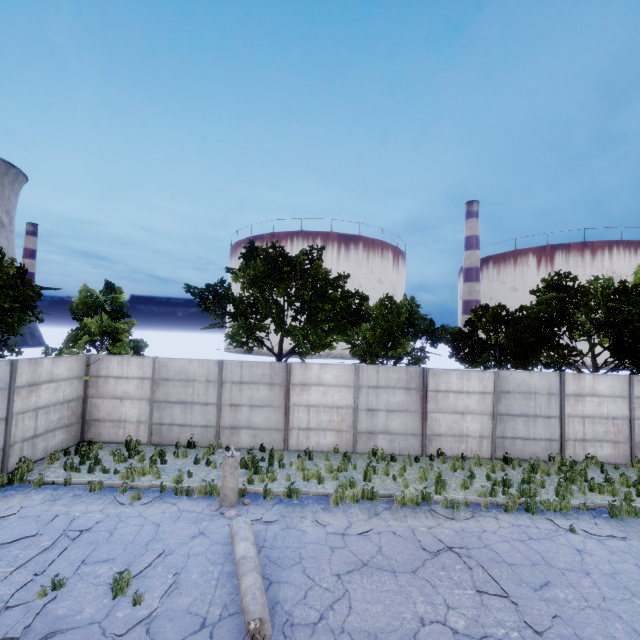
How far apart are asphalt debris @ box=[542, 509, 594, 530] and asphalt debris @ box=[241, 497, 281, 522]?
7.4m

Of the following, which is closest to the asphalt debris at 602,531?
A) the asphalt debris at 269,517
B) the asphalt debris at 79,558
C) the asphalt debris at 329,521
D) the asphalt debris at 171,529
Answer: the asphalt debris at 329,521

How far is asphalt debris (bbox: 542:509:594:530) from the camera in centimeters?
856cm

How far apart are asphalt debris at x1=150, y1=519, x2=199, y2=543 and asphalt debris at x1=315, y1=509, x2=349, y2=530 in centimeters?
287cm

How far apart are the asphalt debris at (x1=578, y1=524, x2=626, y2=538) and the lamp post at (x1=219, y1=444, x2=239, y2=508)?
8.58m

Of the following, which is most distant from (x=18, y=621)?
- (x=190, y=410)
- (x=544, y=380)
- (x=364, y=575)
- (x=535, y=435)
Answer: (x=544, y=380)

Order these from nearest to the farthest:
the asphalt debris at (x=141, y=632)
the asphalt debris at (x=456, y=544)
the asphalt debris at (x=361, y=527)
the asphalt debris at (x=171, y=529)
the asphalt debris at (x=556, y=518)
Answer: the asphalt debris at (x=141, y=632) → the asphalt debris at (x=456, y=544) → the asphalt debris at (x=171, y=529) → the asphalt debris at (x=361, y=527) → the asphalt debris at (x=556, y=518)
